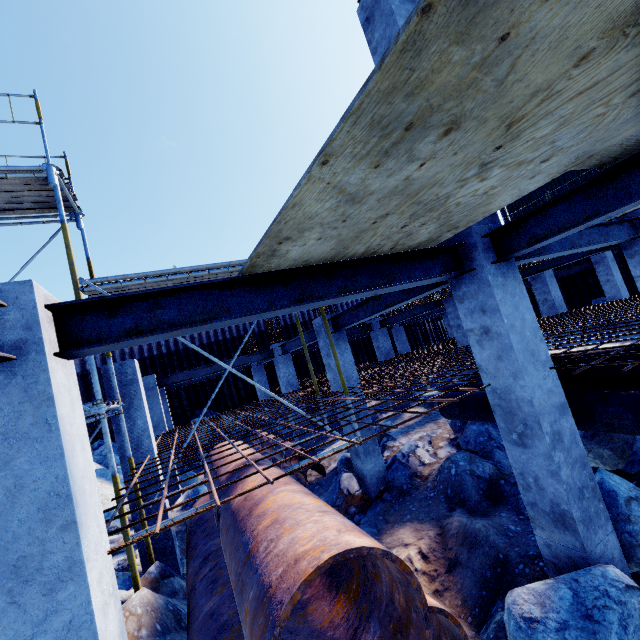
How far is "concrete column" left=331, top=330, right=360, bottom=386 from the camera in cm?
848

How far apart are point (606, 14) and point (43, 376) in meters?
3.4

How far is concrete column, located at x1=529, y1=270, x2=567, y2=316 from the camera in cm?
1268

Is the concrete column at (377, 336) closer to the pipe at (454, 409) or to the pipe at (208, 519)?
the pipe at (454, 409)

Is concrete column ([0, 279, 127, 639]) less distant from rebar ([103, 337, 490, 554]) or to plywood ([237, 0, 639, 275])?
rebar ([103, 337, 490, 554])

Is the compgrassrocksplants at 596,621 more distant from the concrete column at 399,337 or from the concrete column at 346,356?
the concrete column at 399,337

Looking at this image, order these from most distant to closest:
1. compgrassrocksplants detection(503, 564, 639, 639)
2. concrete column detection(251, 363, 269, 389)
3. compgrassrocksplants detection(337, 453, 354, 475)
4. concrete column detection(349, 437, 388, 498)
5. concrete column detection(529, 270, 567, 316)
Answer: concrete column detection(251, 363, 269, 389), concrete column detection(529, 270, 567, 316), compgrassrocksplants detection(337, 453, 354, 475), concrete column detection(349, 437, 388, 498), compgrassrocksplants detection(503, 564, 639, 639)

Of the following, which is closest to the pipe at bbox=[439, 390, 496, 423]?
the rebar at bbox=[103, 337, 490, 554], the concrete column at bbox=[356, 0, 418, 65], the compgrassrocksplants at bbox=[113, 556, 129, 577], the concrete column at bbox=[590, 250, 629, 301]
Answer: the rebar at bbox=[103, 337, 490, 554]
